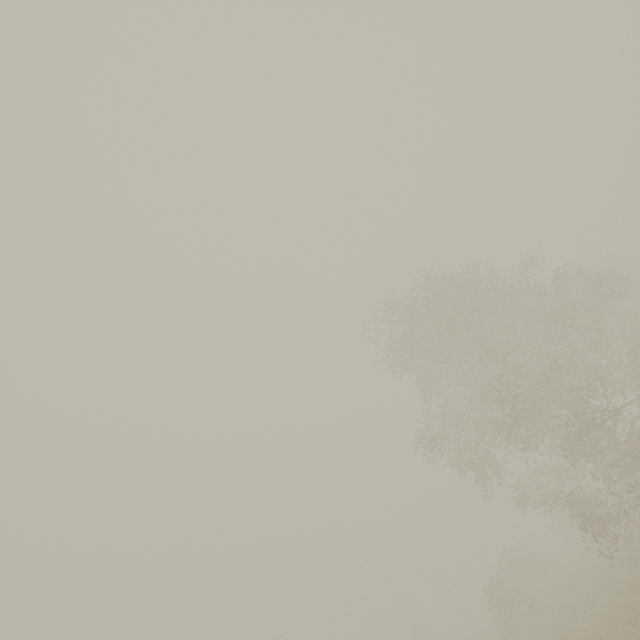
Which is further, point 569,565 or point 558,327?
point 558,327
